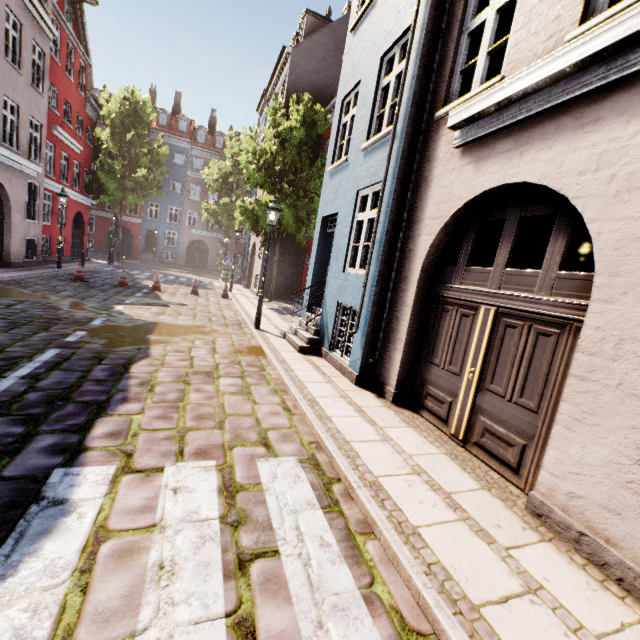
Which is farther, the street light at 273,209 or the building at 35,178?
the building at 35,178

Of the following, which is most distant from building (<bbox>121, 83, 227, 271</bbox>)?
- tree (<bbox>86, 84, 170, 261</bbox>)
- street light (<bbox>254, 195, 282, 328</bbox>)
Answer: tree (<bbox>86, 84, 170, 261</bbox>)

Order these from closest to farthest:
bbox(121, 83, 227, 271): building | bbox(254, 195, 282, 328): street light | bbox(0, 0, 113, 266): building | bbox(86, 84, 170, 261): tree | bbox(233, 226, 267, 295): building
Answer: bbox(254, 195, 282, 328): street light, bbox(0, 0, 113, 266): building, bbox(233, 226, 267, 295): building, bbox(86, 84, 170, 261): tree, bbox(121, 83, 227, 271): building

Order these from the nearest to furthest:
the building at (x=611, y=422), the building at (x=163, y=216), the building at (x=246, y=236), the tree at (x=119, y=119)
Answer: the building at (x=611, y=422), the building at (x=246, y=236), the tree at (x=119, y=119), the building at (x=163, y=216)

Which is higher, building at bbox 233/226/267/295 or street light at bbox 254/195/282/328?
street light at bbox 254/195/282/328

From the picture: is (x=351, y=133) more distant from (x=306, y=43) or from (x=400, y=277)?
(x=306, y=43)
